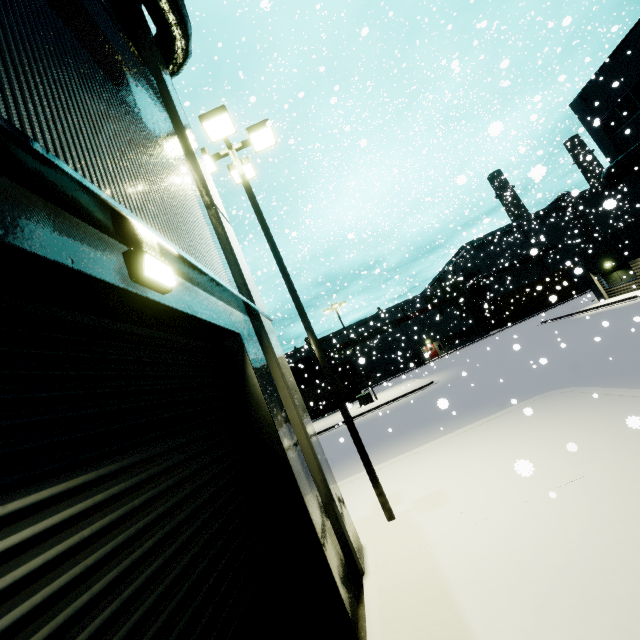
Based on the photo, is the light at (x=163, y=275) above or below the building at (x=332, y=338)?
below

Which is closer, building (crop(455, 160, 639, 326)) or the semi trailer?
building (crop(455, 160, 639, 326))

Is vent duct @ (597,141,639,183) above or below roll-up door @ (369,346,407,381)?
above

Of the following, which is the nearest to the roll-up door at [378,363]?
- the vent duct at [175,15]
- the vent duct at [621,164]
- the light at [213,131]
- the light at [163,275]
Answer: the vent duct at [621,164]

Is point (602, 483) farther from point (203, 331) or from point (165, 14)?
point (165, 14)

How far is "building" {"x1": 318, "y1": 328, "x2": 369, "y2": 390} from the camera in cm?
5355

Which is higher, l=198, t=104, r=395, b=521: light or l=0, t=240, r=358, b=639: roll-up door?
l=198, t=104, r=395, b=521: light

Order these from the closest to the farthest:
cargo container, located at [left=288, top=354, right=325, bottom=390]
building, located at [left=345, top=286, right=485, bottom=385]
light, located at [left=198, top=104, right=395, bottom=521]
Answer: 1. light, located at [left=198, top=104, right=395, bottom=521]
2. cargo container, located at [left=288, top=354, right=325, bottom=390]
3. building, located at [left=345, top=286, right=485, bottom=385]
